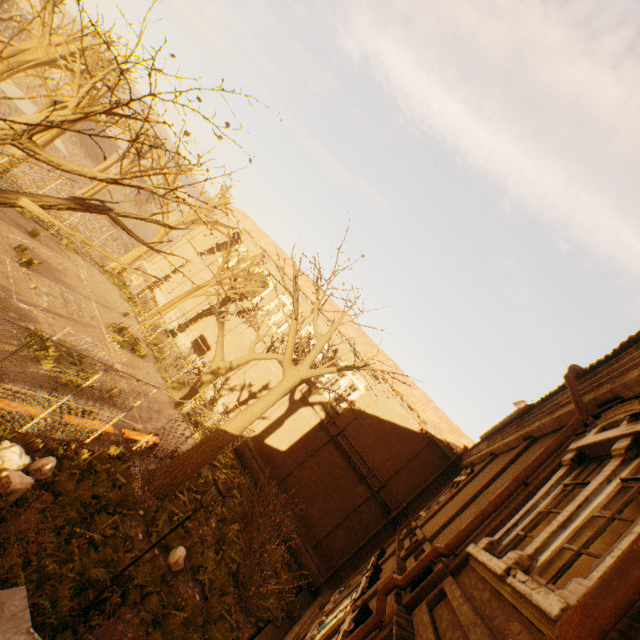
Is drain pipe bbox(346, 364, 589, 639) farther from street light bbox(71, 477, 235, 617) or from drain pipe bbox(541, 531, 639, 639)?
drain pipe bbox(541, 531, 639, 639)

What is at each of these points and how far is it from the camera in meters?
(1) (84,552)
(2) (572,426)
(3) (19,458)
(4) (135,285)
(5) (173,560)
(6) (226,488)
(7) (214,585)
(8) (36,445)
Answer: (1) instancedfoliageactor, 7.7
(2) drain pipe, 5.4
(3) rock, 7.5
(4) basketballbackboardstansion, 15.9
(5) rock, 10.0
(6) street light, 7.3
(7) instancedfoliageactor, 10.8
(8) instancedfoliageactor, 8.3

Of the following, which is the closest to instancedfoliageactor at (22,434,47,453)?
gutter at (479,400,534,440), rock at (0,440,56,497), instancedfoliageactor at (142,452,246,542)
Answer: rock at (0,440,56,497)

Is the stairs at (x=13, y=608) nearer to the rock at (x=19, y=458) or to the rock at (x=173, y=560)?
the rock at (x=19, y=458)

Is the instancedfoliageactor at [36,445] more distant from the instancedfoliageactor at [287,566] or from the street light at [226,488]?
the instancedfoliageactor at [287,566]

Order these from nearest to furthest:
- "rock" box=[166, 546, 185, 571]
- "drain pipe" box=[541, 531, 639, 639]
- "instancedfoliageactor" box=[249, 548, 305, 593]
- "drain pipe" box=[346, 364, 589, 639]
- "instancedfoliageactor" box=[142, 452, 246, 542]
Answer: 1. "drain pipe" box=[541, 531, 639, 639]
2. "drain pipe" box=[346, 364, 589, 639]
3. "rock" box=[166, 546, 185, 571]
4. "instancedfoliageactor" box=[142, 452, 246, 542]
5. "instancedfoliageactor" box=[249, 548, 305, 593]

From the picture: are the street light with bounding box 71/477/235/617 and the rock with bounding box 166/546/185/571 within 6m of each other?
yes

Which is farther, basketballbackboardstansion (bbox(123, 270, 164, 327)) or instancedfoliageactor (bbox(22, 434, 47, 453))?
basketballbackboardstansion (bbox(123, 270, 164, 327))
